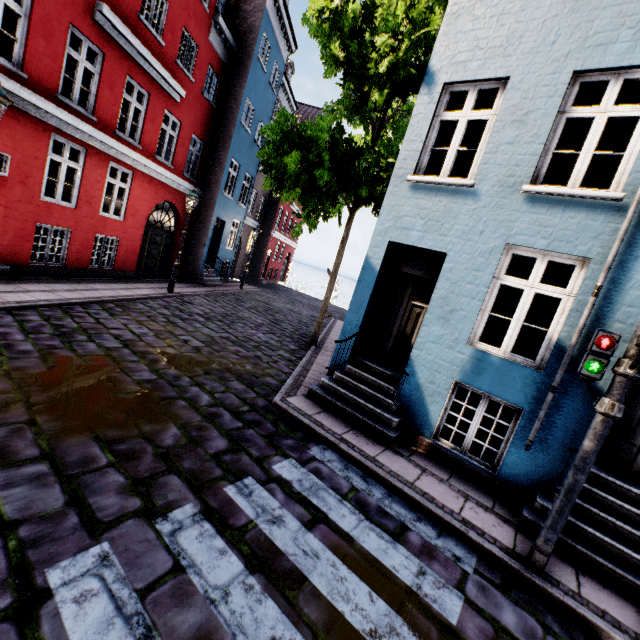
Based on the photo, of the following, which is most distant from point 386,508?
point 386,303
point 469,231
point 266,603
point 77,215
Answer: point 77,215

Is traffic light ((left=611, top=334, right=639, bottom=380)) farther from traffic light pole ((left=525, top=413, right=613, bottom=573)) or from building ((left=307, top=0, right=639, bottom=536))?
building ((left=307, top=0, right=639, bottom=536))

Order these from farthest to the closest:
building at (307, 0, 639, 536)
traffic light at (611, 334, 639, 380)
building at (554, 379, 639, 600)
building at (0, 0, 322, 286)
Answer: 1. building at (0, 0, 322, 286)
2. building at (307, 0, 639, 536)
3. building at (554, 379, 639, 600)
4. traffic light at (611, 334, 639, 380)

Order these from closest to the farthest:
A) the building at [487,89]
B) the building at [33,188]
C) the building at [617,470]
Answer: the building at [617,470] → the building at [487,89] → the building at [33,188]

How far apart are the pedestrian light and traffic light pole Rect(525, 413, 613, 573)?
0.0m

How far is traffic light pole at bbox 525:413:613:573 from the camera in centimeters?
343cm

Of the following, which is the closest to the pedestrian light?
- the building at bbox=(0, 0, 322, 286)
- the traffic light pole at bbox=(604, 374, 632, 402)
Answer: the traffic light pole at bbox=(604, 374, 632, 402)

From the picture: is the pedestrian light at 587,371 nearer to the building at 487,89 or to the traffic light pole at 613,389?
the traffic light pole at 613,389
